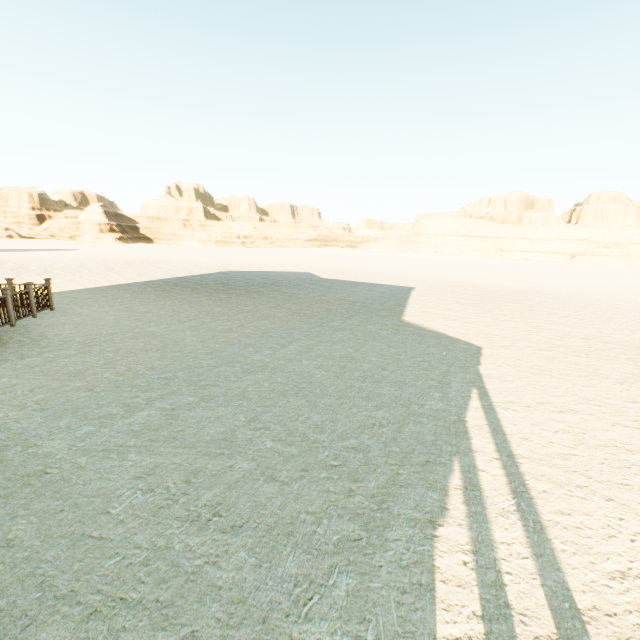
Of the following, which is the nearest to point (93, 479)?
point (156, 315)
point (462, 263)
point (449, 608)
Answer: point (449, 608)
